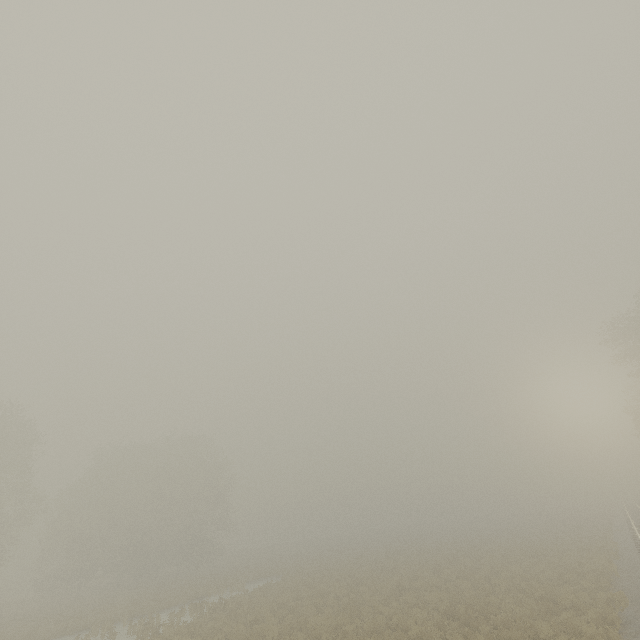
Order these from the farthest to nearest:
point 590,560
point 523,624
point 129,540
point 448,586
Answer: point 129,540
point 590,560
point 448,586
point 523,624
